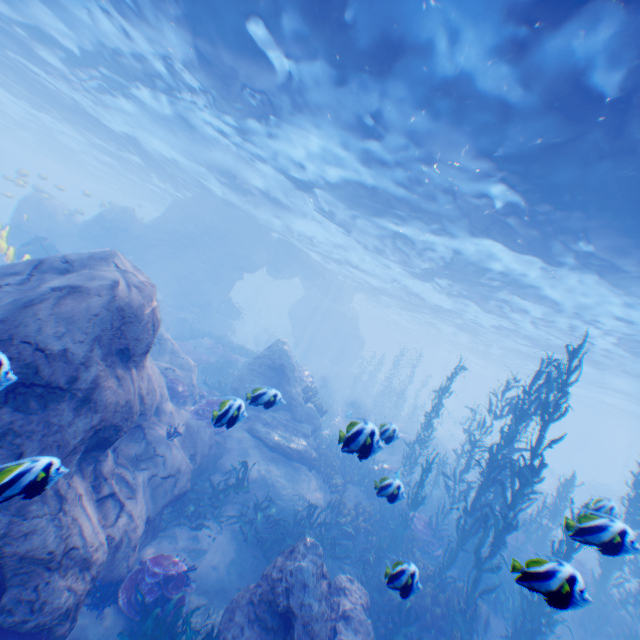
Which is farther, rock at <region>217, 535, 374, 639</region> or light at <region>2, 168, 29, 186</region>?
light at <region>2, 168, 29, 186</region>

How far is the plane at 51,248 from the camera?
15.87m

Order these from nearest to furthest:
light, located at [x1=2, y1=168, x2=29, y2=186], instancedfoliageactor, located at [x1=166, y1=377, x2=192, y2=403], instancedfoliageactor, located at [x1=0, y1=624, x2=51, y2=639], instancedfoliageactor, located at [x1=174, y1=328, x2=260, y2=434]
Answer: instancedfoliageactor, located at [x1=0, y1=624, x2=51, y2=639], instancedfoliageactor, located at [x1=174, y1=328, x2=260, y2=434], instancedfoliageactor, located at [x1=166, y1=377, x2=192, y2=403], light, located at [x1=2, y1=168, x2=29, y2=186]

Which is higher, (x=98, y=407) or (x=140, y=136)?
(x=140, y=136)

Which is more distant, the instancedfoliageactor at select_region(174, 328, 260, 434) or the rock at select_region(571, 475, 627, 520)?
the rock at select_region(571, 475, 627, 520)

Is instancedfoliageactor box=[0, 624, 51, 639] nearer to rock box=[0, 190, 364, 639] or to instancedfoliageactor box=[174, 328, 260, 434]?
rock box=[0, 190, 364, 639]

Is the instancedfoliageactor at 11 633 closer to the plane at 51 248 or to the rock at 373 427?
the rock at 373 427

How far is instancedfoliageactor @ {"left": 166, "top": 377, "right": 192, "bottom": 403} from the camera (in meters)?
11.46
